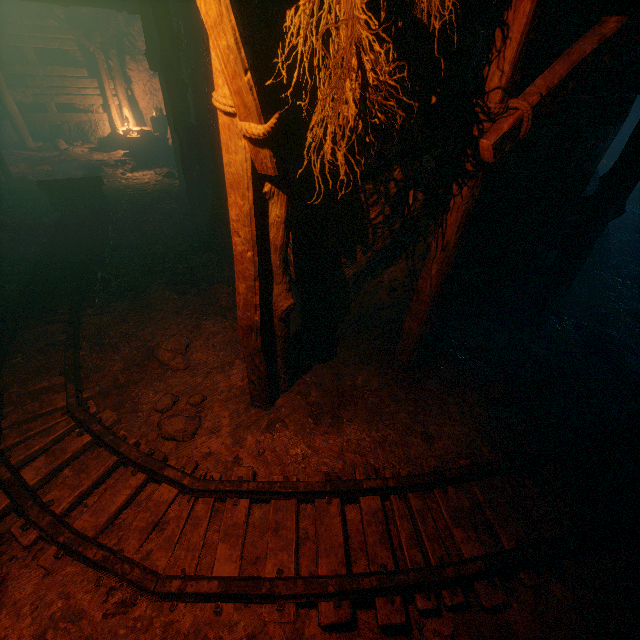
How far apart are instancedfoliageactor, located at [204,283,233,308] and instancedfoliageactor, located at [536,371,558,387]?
4.4 meters

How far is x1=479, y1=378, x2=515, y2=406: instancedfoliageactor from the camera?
3.8 meters

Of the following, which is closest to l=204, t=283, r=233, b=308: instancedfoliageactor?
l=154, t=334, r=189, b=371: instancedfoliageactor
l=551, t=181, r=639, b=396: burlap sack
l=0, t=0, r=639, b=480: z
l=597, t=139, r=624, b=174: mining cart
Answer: l=0, t=0, r=639, b=480: z

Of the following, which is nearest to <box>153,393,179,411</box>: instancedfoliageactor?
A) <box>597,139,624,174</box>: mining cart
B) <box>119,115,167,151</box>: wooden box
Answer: <box>119,115,167,151</box>: wooden box

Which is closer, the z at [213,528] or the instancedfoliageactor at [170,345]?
the z at [213,528]

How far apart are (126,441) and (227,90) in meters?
3.2 m

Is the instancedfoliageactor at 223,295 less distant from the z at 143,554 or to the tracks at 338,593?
the z at 143,554

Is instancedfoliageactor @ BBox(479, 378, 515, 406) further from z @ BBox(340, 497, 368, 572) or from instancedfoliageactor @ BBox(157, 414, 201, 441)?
instancedfoliageactor @ BBox(157, 414, 201, 441)
